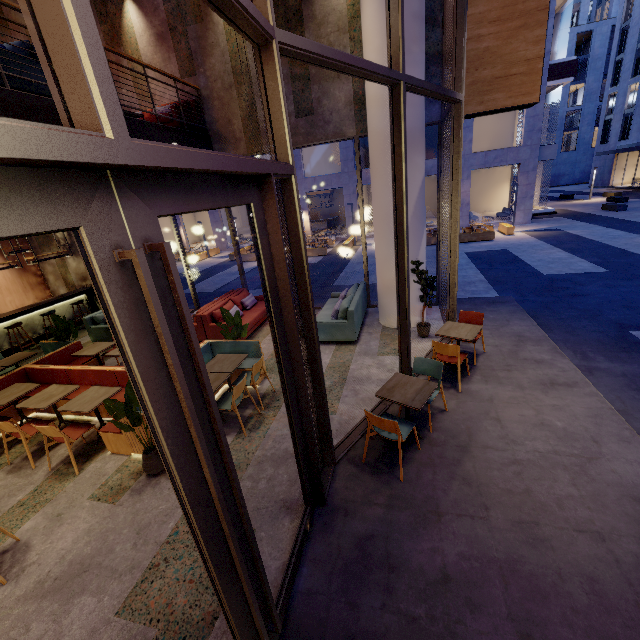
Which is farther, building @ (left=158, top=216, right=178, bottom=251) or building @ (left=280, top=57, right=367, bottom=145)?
building @ (left=158, top=216, right=178, bottom=251)

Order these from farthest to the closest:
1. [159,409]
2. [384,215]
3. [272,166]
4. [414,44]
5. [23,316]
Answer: [23,316]
[384,215]
[414,44]
[272,166]
[159,409]

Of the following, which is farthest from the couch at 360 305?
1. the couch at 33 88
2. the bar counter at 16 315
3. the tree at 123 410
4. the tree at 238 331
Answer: the bar counter at 16 315

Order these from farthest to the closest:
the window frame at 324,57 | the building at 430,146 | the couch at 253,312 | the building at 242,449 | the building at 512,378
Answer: the building at 430,146
the couch at 253,312
the building at 242,449
the building at 512,378
the window frame at 324,57

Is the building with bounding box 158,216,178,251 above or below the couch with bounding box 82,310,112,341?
above

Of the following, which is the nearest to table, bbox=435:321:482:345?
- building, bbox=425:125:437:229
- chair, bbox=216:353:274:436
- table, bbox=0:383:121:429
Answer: chair, bbox=216:353:274:436

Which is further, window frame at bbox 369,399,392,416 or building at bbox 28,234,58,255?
building at bbox 28,234,58,255

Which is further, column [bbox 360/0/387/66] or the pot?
column [bbox 360/0/387/66]
